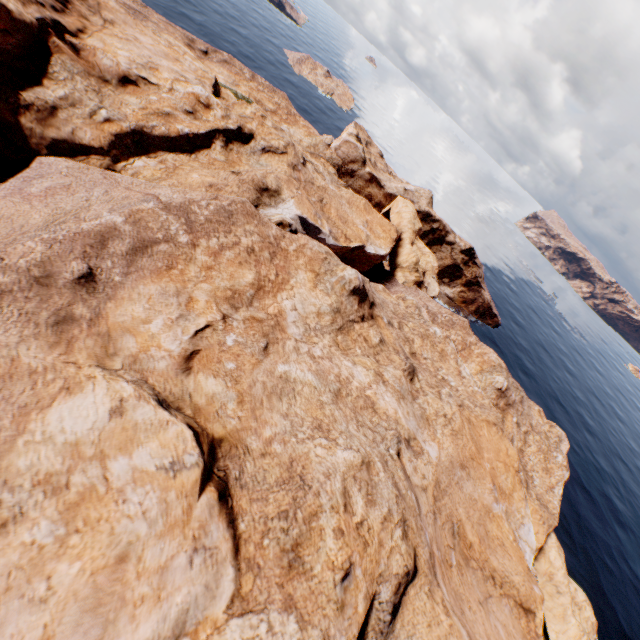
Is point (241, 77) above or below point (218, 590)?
below
